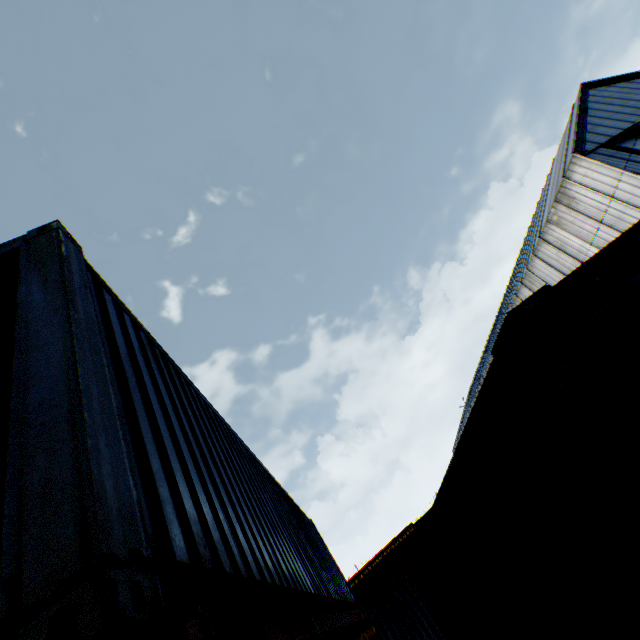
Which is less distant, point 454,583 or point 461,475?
point 461,475
